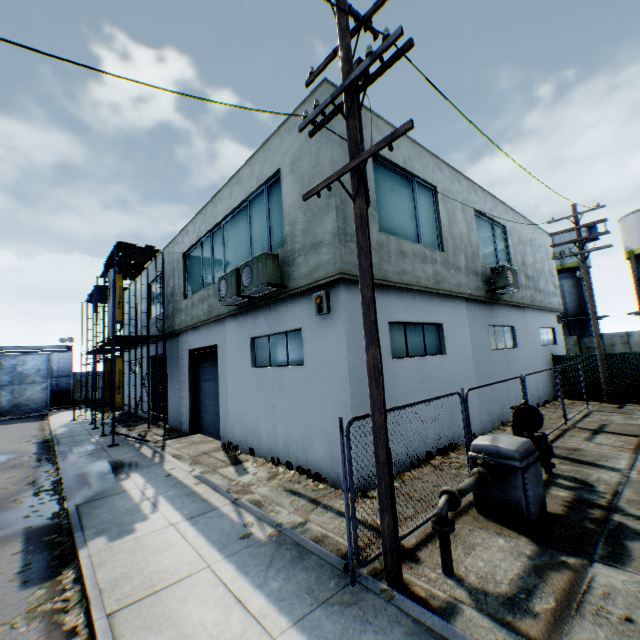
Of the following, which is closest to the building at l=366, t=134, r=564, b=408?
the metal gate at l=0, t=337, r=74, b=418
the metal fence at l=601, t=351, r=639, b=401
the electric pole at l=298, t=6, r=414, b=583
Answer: the electric pole at l=298, t=6, r=414, b=583

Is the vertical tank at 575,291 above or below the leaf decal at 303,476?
above

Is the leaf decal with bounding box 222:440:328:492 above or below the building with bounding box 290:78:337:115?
below

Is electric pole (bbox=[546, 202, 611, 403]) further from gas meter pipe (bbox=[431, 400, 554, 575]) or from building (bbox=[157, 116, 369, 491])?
gas meter pipe (bbox=[431, 400, 554, 575])

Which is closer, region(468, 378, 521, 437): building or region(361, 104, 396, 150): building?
region(361, 104, 396, 150): building

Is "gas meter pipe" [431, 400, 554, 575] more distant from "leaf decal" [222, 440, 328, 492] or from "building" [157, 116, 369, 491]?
"leaf decal" [222, 440, 328, 492]

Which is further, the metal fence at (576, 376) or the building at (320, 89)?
the building at (320, 89)

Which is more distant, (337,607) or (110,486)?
(110,486)
